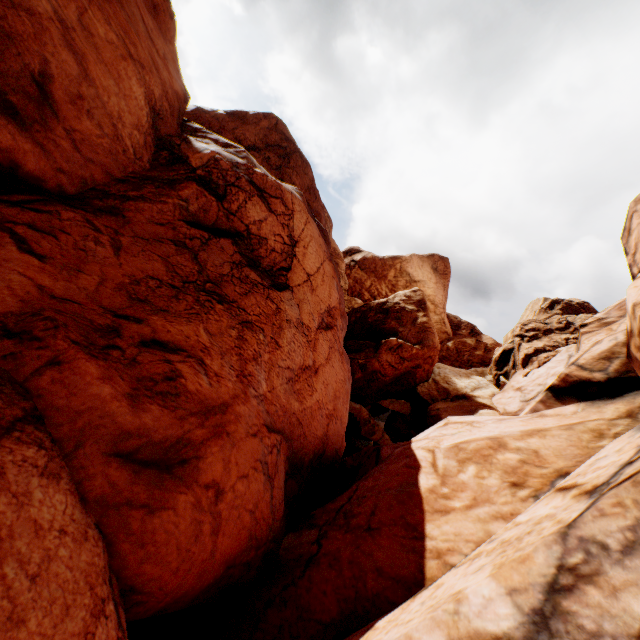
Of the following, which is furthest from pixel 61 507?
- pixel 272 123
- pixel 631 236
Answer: pixel 272 123
